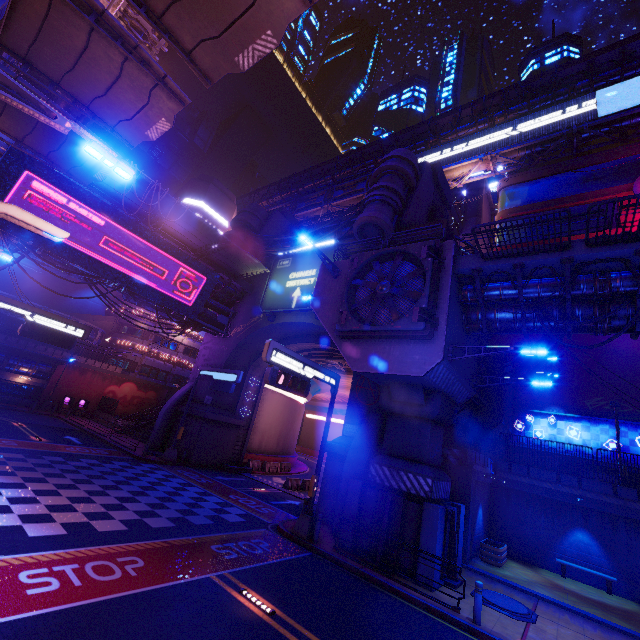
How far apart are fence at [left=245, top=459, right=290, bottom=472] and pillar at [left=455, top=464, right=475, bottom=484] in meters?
18.7

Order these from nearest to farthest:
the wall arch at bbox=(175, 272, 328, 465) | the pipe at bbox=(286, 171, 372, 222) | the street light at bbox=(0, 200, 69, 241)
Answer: the street light at bbox=(0, 200, 69, 241) < the wall arch at bbox=(175, 272, 328, 465) < the pipe at bbox=(286, 171, 372, 222)

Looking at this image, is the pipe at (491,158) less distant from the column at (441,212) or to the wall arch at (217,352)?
the column at (441,212)

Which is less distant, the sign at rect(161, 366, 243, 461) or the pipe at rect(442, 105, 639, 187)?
the sign at rect(161, 366, 243, 461)

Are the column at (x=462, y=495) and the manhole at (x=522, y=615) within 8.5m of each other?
yes

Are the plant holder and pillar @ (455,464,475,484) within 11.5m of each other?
yes

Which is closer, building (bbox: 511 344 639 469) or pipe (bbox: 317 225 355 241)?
building (bbox: 511 344 639 469)

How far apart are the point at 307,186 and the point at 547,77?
35.74m
